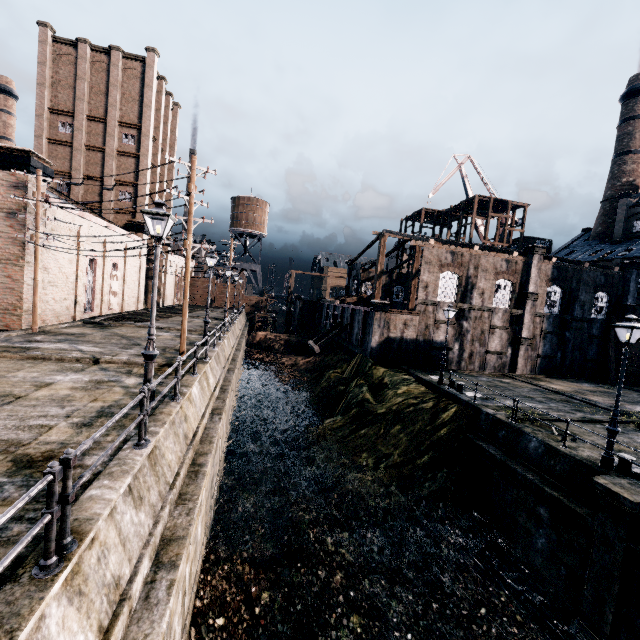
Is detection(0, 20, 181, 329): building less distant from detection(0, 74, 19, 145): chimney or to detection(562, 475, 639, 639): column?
detection(0, 74, 19, 145): chimney

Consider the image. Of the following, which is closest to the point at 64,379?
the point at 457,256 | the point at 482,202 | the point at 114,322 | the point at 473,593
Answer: the point at 114,322

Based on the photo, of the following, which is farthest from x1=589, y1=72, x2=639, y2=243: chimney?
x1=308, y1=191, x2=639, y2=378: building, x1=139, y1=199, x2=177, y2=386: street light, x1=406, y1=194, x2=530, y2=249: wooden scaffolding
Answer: x1=139, y1=199, x2=177, y2=386: street light

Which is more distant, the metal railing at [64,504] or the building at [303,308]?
the building at [303,308]

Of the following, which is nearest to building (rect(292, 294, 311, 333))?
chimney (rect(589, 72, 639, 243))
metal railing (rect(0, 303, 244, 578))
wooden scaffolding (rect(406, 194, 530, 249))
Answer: wooden scaffolding (rect(406, 194, 530, 249))

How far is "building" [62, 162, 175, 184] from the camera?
36.5m

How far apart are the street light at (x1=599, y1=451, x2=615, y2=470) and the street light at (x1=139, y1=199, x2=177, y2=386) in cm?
1632

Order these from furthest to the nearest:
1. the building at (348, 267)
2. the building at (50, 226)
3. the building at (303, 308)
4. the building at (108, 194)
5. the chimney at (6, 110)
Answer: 1. the building at (303, 308)
2. the chimney at (6, 110)
3. the building at (108, 194)
4. the building at (348, 267)
5. the building at (50, 226)
